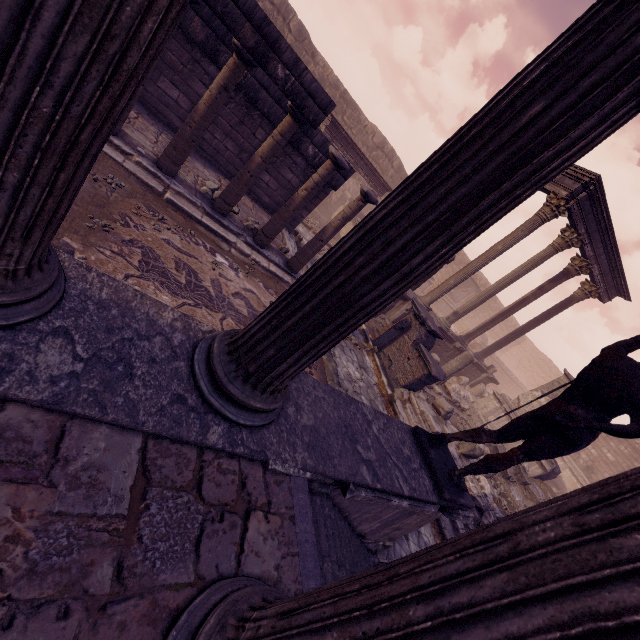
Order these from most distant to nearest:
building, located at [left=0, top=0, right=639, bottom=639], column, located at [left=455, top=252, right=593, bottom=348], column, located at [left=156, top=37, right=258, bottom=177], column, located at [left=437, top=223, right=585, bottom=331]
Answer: column, located at [left=455, top=252, right=593, bottom=348], column, located at [left=437, top=223, right=585, bottom=331], column, located at [left=156, top=37, right=258, bottom=177], building, located at [left=0, top=0, right=639, bottom=639]

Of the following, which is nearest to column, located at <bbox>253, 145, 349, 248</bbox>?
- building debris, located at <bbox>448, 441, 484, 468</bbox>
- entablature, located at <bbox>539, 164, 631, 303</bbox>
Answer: building debris, located at <bbox>448, 441, 484, 468</bbox>

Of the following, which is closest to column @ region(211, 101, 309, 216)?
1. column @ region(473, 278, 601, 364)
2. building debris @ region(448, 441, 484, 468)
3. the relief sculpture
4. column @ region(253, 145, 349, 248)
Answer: column @ region(253, 145, 349, 248)

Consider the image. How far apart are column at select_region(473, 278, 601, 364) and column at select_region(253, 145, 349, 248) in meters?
12.2 m

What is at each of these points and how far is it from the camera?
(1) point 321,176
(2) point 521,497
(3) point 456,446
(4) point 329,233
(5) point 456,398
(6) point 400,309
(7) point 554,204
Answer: (1) column, 6.6 meters
(2) debris pile, 10.4 meters
(3) building debris, 8.9 meters
(4) column, 7.4 meters
(5) building debris, 12.2 meters
(6) relief sculpture, 12.1 meters
(7) column, 10.4 meters

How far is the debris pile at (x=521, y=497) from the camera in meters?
10.2

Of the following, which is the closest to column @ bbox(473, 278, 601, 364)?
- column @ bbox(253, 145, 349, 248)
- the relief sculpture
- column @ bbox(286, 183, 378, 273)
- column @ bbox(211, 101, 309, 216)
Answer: the relief sculpture

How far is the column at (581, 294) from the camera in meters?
13.6 m
